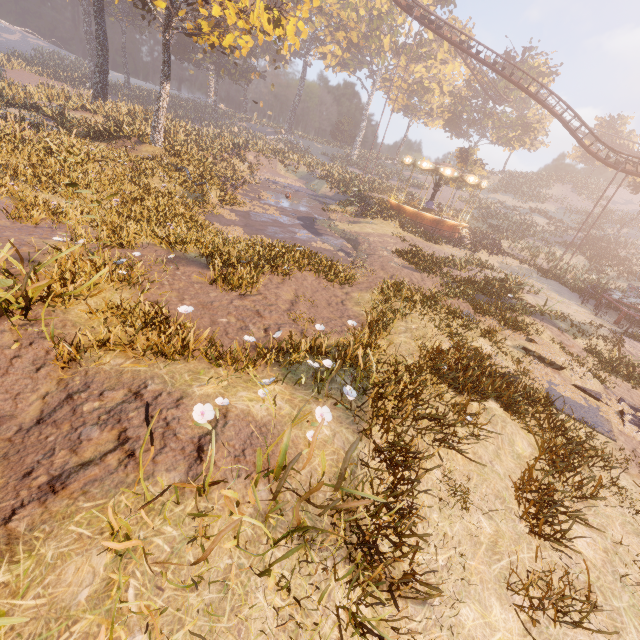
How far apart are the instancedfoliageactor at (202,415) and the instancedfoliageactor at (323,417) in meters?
0.5

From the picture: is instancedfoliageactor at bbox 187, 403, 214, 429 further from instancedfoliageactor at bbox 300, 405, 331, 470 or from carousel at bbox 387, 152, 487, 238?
carousel at bbox 387, 152, 487, 238

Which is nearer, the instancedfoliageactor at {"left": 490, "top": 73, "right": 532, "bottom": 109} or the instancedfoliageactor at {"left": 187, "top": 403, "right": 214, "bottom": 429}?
the instancedfoliageactor at {"left": 187, "top": 403, "right": 214, "bottom": 429}

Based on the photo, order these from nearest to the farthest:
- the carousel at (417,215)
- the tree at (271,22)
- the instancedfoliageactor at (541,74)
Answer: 1. the tree at (271,22)
2. the carousel at (417,215)
3. the instancedfoliageactor at (541,74)

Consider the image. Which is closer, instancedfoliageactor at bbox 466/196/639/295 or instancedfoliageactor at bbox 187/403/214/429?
instancedfoliageactor at bbox 187/403/214/429

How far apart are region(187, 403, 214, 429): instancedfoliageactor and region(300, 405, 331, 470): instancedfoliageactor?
0.5m

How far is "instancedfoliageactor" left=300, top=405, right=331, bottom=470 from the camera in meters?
3.2 m

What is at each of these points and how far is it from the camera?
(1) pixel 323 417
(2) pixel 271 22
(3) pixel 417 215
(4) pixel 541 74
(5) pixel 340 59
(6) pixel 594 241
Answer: (1) instancedfoliageactor, 4.2 meters
(2) tree, 18.4 meters
(3) carousel, 27.8 meters
(4) instancedfoliageactor, 47.8 meters
(5) instancedfoliageactor, 57.0 meters
(6) instancedfoliageactor, 40.8 meters
